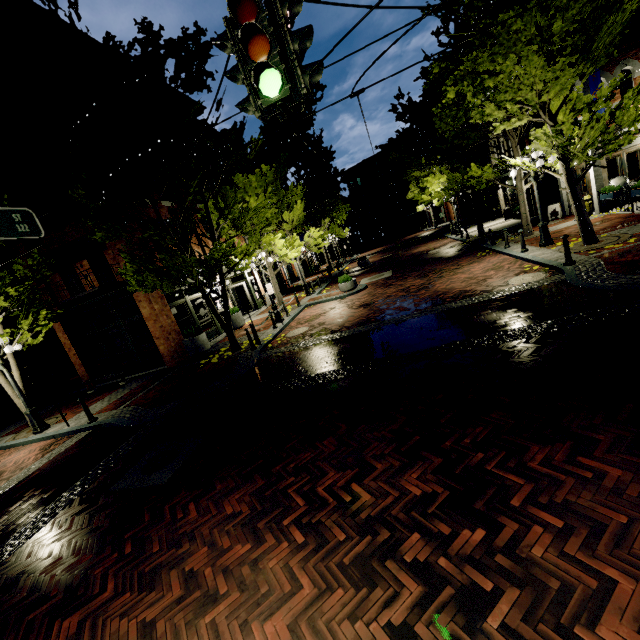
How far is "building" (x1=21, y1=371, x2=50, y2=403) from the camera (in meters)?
16.64

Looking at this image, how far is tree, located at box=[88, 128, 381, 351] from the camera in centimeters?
1079cm

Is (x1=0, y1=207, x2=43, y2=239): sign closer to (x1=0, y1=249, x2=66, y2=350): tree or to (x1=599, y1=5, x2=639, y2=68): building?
(x1=0, y1=249, x2=66, y2=350): tree

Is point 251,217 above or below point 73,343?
above

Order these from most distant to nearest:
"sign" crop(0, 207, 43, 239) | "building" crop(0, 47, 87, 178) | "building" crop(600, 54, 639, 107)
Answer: "building" crop(600, 54, 639, 107), "building" crop(0, 47, 87, 178), "sign" crop(0, 207, 43, 239)

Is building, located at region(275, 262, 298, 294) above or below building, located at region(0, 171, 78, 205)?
below

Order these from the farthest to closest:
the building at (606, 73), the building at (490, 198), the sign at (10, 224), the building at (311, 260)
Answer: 1. the building at (311, 260)
2. the building at (490, 198)
3. the building at (606, 73)
4. the sign at (10, 224)

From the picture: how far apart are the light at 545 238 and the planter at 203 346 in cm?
1398
